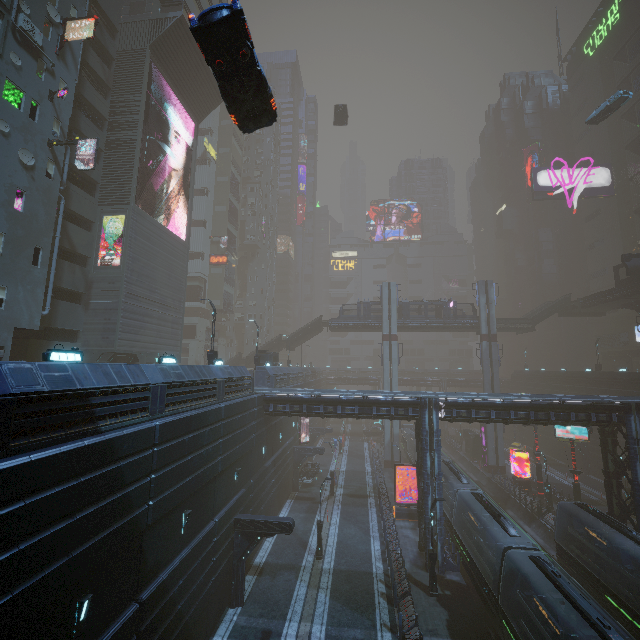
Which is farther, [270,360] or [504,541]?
[270,360]

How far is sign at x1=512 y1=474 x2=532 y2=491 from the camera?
37.6 meters

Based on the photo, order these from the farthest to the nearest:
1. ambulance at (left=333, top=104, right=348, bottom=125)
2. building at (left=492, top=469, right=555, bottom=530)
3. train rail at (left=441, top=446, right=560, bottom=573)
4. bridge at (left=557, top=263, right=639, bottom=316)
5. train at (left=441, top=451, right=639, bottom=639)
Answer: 1. ambulance at (left=333, top=104, right=348, bottom=125)
2. bridge at (left=557, top=263, right=639, bottom=316)
3. building at (left=492, top=469, right=555, bottom=530)
4. train rail at (left=441, top=446, right=560, bottom=573)
5. train at (left=441, top=451, right=639, bottom=639)

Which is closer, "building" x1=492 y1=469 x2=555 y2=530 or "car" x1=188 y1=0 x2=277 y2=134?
"car" x1=188 y1=0 x2=277 y2=134

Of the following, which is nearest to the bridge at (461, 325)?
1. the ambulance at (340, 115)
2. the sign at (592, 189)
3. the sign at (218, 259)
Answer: the sign at (592, 189)

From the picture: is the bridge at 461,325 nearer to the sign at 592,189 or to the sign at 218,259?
the sign at 592,189

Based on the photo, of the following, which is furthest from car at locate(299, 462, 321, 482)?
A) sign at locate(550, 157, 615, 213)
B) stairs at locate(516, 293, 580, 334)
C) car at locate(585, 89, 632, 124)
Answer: car at locate(585, 89, 632, 124)
